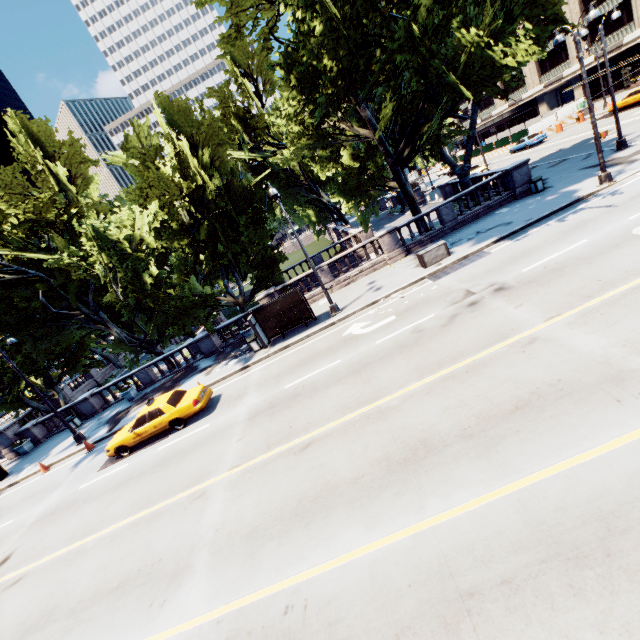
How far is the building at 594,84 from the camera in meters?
46.6 m

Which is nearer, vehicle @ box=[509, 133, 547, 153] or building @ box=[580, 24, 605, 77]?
vehicle @ box=[509, 133, 547, 153]

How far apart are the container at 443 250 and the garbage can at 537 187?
7.9 meters

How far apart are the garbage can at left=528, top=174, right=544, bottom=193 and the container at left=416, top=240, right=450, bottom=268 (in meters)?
7.94

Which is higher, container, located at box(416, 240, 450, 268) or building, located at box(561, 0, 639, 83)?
building, located at box(561, 0, 639, 83)

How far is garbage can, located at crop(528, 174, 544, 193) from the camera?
19.8m

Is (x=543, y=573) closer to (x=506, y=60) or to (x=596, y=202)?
(x=506, y=60)

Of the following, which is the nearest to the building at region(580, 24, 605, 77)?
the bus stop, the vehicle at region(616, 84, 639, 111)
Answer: the vehicle at region(616, 84, 639, 111)
